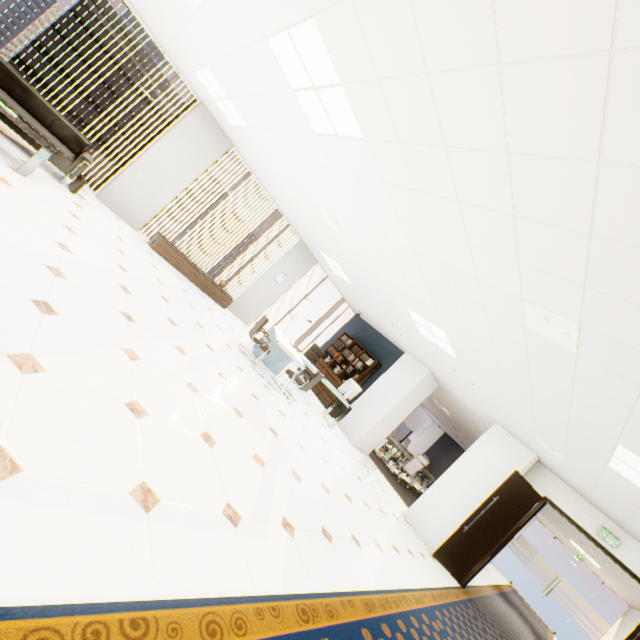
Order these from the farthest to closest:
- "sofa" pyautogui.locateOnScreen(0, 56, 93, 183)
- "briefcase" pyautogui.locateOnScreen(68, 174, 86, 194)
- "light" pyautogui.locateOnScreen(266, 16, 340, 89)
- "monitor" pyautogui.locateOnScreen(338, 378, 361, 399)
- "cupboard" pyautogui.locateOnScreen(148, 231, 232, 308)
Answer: "monitor" pyautogui.locateOnScreen(338, 378, 361, 399) → "cupboard" pyautogui.locateOnScreen(148, 231, 232, 308) → "briefcase" pyautogui.locateOnScreen(68, 174, 86, 194) → "sofa" pyautogui.locateOnScreen(0, 56, 93, 183) → "light" pyautogui.locateOnScreen(266, 16, 340, 89)

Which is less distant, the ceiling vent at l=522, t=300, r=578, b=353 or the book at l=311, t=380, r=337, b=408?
the ceiling vent at l=522, t=300, r=578, b=353

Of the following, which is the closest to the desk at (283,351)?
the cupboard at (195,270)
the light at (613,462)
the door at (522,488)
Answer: the cupboard at (195,270)

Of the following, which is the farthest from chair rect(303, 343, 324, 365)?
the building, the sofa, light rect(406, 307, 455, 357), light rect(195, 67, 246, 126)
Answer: the building

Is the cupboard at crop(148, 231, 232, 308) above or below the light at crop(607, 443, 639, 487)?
below

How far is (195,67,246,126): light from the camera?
5.3 meters

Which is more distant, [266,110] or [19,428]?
[266,110]

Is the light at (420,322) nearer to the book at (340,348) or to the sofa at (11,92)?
the book at (340,348)
